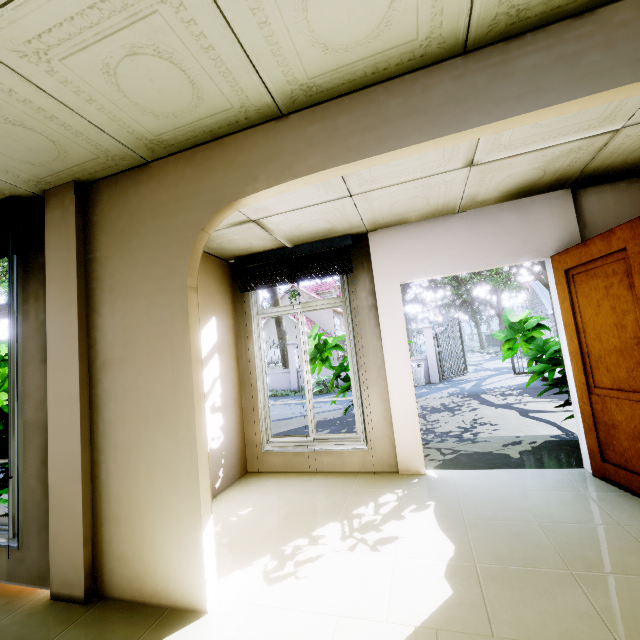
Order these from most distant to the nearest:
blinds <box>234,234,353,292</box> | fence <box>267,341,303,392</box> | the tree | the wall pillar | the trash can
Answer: the tree
fence <box>267,341,303,392</box>
the trash can
blinds <box>234,234,353,292</box>
the wall pillar

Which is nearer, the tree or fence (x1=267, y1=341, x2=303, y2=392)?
fence (x1=267, y1=341, x2=303, y2=392)

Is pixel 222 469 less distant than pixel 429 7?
No

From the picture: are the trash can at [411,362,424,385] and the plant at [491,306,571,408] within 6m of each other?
no

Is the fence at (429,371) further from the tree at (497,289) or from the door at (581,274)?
the door at (581,274)

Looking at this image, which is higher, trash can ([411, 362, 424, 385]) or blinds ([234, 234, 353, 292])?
blinds ([234, 234, 353, 292])

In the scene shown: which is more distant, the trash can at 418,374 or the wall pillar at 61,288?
the trash can at 418,374

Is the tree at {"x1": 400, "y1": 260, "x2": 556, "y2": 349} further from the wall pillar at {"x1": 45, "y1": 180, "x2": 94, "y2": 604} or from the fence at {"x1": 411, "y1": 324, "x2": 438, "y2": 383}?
the wall pillar at {"x1": 45, "y1": 180, "x2": 94, "y2": 604}
